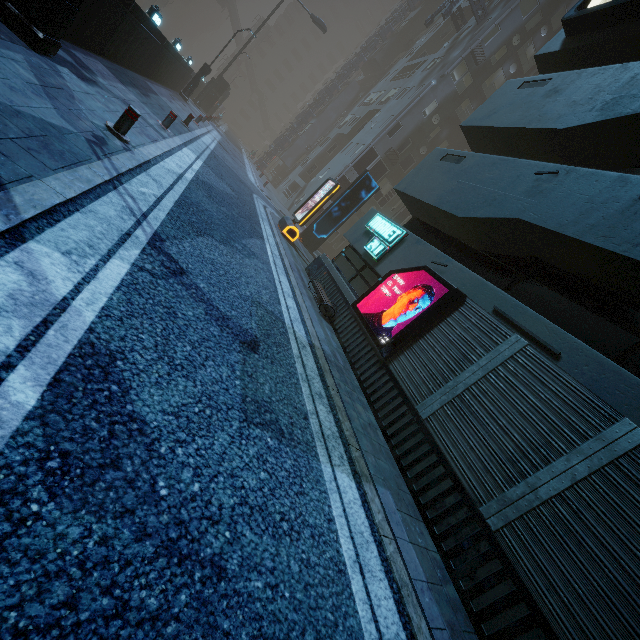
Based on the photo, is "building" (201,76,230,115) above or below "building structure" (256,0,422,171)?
below

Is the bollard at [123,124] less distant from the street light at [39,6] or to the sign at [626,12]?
the street light at [39,6]

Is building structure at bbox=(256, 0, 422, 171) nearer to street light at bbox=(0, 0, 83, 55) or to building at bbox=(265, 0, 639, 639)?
building at bbox=(265, 0, 639, 639)

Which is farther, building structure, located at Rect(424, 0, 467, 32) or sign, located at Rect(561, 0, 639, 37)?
building structure, located at Rect(424, 0, 467, 32)

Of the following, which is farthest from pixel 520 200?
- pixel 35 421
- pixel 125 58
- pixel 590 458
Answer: pixel 125 58

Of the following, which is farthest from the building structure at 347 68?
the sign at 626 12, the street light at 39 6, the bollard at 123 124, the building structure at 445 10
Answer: the bollard at 123 124

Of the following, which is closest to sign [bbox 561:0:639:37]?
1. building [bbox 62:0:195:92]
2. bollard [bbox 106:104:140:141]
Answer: building [bbox 62:0:195:92]

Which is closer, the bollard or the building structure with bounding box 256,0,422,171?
the bollard
